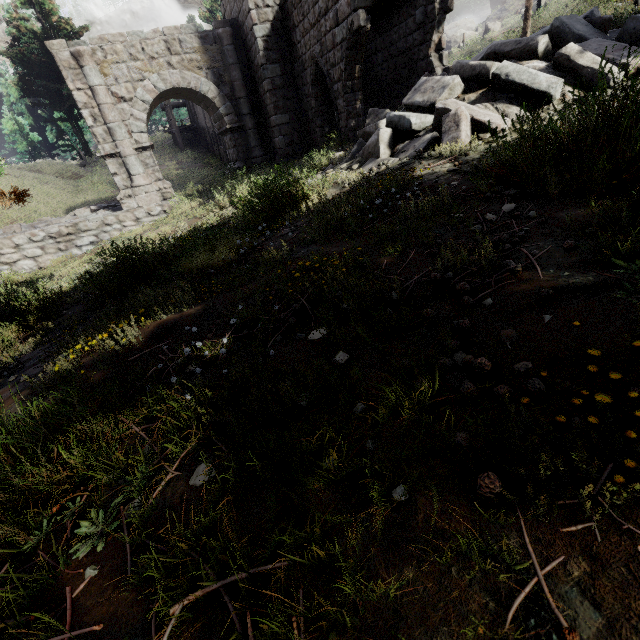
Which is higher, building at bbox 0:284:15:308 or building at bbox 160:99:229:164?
building at bbox 160:99:229:164

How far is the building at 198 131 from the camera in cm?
2406

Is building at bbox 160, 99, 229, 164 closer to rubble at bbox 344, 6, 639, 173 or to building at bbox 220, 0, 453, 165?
building at bbox 220, 0, 453, 165

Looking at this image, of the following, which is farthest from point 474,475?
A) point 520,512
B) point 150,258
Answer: point 150,258

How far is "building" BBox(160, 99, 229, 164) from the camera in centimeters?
2406cm

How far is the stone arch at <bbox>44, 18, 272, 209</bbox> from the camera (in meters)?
12.52

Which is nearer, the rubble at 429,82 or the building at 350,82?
the rubble at 429,82

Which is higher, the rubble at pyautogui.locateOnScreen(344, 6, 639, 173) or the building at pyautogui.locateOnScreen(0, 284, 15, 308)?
the rubble at pyautogui.locateOnScreen(344, 6, 639, 173)
